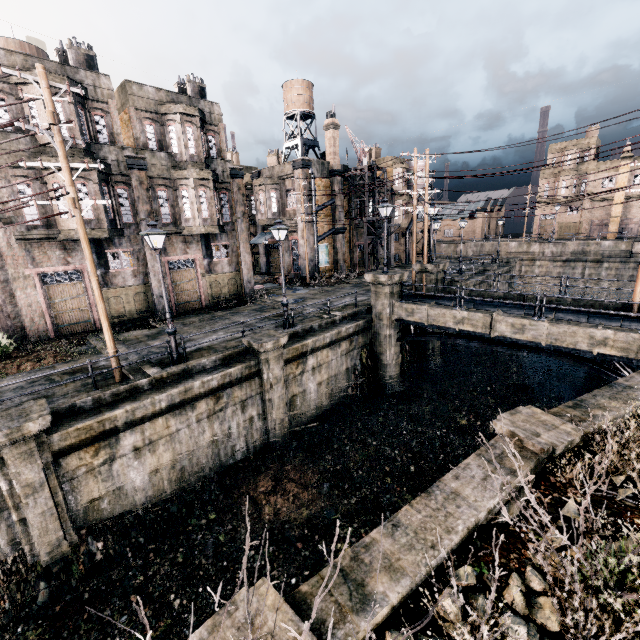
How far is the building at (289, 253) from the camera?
34.78m

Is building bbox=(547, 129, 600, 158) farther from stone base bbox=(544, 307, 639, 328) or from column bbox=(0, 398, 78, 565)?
column bbox=(0, 398, 78, 565)

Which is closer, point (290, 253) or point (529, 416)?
point (529, 416)

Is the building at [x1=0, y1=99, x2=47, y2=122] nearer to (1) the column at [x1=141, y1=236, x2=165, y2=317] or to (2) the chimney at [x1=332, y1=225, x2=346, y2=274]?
(1) the column at [x1=141, y1=236, x2=165, y2=317]

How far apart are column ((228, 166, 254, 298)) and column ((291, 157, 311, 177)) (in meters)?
8.37

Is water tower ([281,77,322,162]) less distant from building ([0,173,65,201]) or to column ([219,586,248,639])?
building ([0,173,65,201])

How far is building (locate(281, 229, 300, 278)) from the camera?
34.8m

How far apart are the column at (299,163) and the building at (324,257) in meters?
0.0
